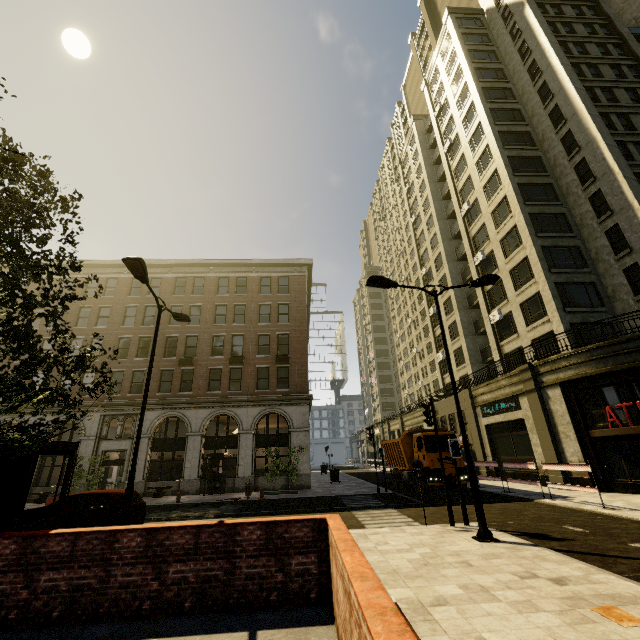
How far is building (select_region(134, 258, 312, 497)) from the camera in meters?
24.6

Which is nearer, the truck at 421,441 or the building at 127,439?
the truck at 421,441

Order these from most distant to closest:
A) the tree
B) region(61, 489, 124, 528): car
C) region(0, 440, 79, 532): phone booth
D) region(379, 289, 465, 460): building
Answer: region(379, 289, 465, 460): building < region(61, 489, 124, 528): car < region(0, 440, 79, 532): phone booth < the tree

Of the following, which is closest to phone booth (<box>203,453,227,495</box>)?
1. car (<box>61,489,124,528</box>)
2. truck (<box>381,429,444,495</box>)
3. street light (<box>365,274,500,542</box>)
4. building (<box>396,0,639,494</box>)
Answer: building (<box>396,0,639,494</box>)

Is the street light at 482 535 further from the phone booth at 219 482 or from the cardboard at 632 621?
the phone booth at 219 482

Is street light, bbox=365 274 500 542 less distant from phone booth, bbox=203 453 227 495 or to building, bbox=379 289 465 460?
building, bbox=379 289 465 460

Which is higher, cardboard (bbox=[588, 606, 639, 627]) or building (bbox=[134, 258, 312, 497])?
building (bbox=[134, 258, 312, 497])

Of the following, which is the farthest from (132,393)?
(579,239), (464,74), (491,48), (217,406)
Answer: (491,48)
